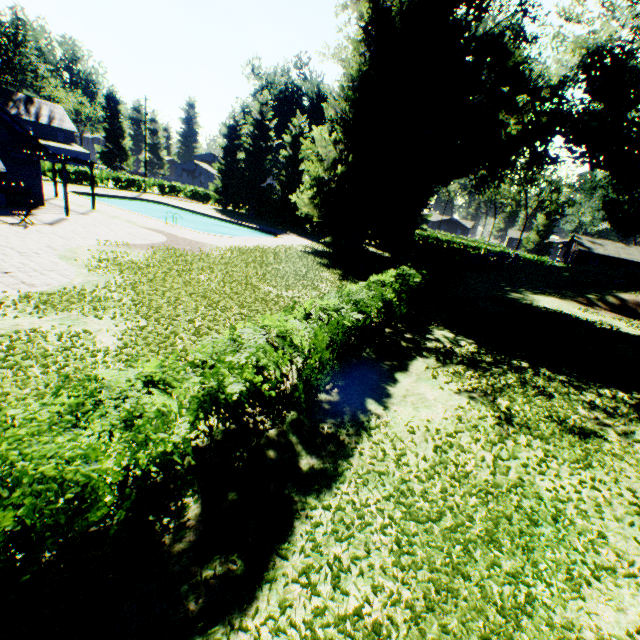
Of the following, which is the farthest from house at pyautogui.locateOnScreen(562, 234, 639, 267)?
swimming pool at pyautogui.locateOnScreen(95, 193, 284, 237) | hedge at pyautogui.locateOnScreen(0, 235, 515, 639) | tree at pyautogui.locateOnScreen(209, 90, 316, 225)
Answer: hedge at pyautogui.locateOnScreen(0, 235, 515, 639)

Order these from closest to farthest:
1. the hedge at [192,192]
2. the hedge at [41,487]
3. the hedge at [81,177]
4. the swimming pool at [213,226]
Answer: the hedge at [41,487]
the swimming pool at [213,226]
the hedge at [81,177]
the hedge at [192,192]

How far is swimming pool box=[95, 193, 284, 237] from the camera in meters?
31.3 m

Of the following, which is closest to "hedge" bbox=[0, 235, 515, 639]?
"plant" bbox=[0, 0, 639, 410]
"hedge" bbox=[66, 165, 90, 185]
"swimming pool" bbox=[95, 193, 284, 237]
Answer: "plant" bbox=[0, 0, 639, 410]

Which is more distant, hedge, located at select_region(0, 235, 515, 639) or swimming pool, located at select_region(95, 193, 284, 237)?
swimming pool, located at select_region(95, 193, 284, 237)

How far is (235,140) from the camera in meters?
41.1

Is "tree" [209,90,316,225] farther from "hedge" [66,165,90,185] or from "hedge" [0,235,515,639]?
"hedge" [0,235,515,639]

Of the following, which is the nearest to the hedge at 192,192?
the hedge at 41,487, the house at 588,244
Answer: the hedge at 41,487
